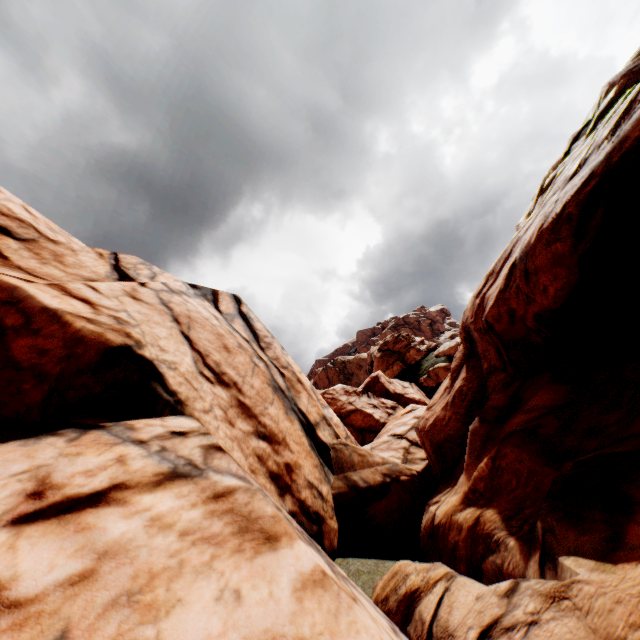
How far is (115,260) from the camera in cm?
1227
